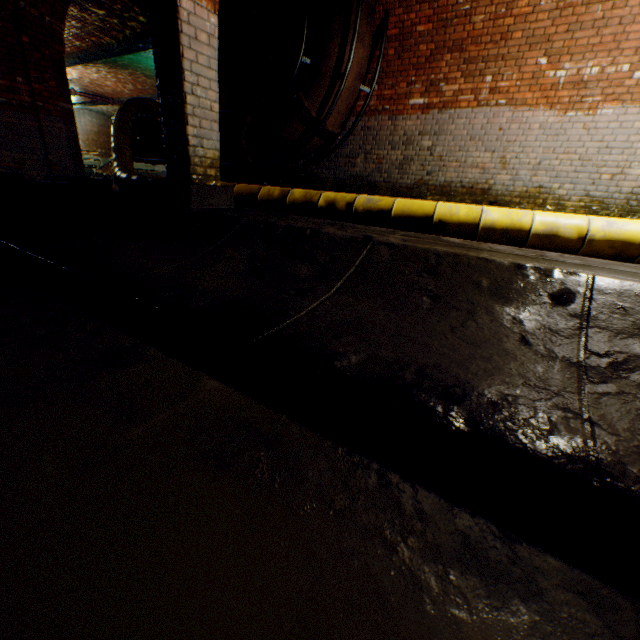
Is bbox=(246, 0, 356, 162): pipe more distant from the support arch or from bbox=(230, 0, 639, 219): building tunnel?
the support arch

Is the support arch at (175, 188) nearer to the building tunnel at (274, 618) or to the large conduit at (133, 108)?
the building tunnel at (274, 618)

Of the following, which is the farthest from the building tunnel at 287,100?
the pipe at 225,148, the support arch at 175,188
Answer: the pipe at 225,148

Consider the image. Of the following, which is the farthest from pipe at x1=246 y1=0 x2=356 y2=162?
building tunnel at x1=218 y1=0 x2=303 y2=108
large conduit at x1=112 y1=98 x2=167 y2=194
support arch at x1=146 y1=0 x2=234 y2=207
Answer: large conduit at x1=112 y1=98 x2=167 y2=194

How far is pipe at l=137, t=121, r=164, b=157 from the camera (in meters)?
8.80

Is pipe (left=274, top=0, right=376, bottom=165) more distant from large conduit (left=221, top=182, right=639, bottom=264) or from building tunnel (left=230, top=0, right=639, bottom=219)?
large conduit (left=221, top=182, right=639, bottom=264)

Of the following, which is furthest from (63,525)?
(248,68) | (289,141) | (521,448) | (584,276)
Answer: (248,68)

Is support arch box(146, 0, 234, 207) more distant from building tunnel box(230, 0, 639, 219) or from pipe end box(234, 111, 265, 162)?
pipe end box(234, 111, 265, 162)
